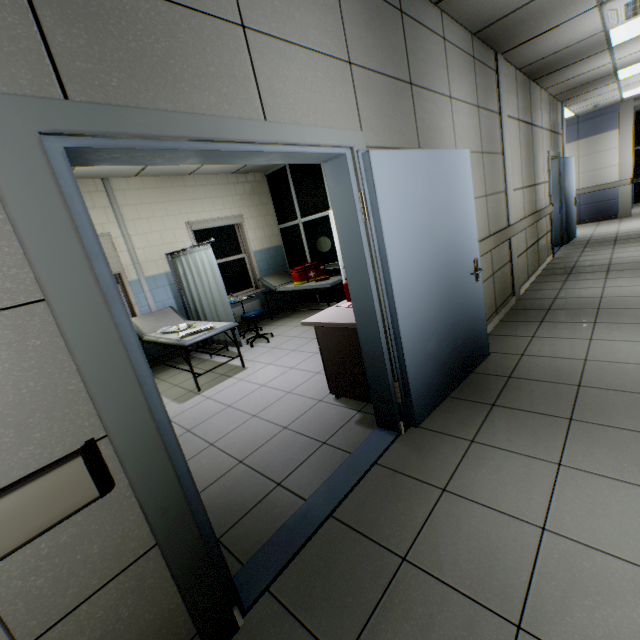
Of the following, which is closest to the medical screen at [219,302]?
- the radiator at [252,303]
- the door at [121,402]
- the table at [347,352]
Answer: the radiator at [252,303]

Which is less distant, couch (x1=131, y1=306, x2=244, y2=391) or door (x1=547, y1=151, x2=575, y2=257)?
couch (x1=131, y1=306, x2=244, y2=391)

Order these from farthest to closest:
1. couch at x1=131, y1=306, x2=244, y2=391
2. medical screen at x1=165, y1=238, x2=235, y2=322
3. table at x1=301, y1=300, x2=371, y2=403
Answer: medical screen at x1=165, y1=238, x2=235, y2=322 < couch at x1=131, y1=306, x2=244, y2=391 < table at x1=301, y1=300, x2=371, y2=403

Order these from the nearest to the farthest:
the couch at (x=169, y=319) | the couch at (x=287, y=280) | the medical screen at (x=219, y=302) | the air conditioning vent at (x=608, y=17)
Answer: the air conditioning vent at (x=608, y=17) < the couch at (x=169, y=319) < the medical screen at (x=219, y=302) < the couch at (x=287, y=280)

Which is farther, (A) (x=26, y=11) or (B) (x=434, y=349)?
(B) (x=434, y=349)

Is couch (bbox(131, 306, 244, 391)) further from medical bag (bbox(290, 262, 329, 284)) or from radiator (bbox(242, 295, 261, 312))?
medical bag (bbox(290, 262, 329, 284))

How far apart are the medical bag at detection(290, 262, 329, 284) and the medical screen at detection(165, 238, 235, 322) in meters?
1.9 m

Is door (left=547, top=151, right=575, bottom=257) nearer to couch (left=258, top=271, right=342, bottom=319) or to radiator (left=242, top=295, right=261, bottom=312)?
couch (left=258, top=271, right=342, bottom=319)
